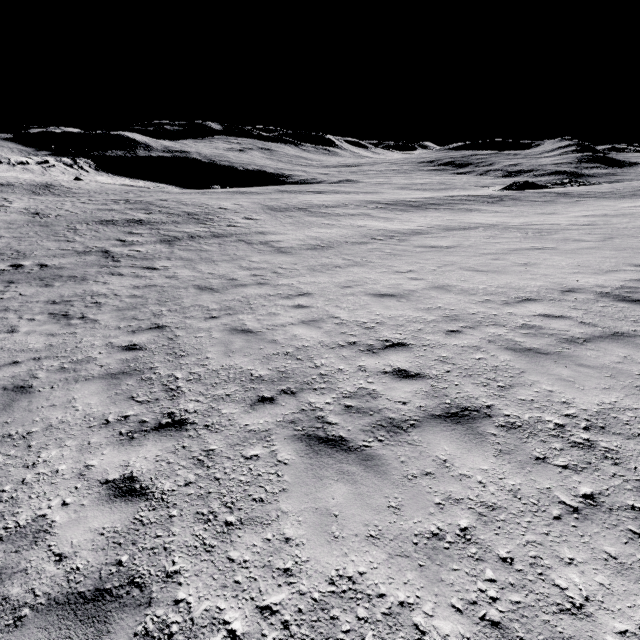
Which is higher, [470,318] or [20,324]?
[470,318]
